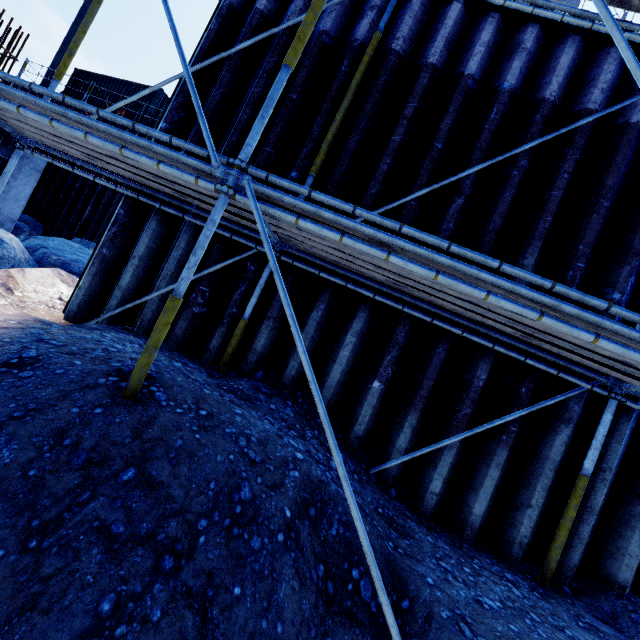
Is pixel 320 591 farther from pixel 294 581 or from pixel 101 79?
pixel 101 79

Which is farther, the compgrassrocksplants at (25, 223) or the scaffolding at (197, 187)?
the compgrassrocksplants at (25, 223)

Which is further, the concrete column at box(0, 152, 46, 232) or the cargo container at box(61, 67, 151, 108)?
the cargo container at box(61, 67, 151, 108)

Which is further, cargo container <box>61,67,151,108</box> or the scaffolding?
cargo container <box>61,67,151,108</box>

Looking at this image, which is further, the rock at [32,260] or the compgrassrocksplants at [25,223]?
the compgrassrocksplants at [25,223]

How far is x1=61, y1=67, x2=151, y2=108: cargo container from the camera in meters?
15.5

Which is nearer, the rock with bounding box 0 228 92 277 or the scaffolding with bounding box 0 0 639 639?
the scaffolding with bounding box 0 0 639 639
